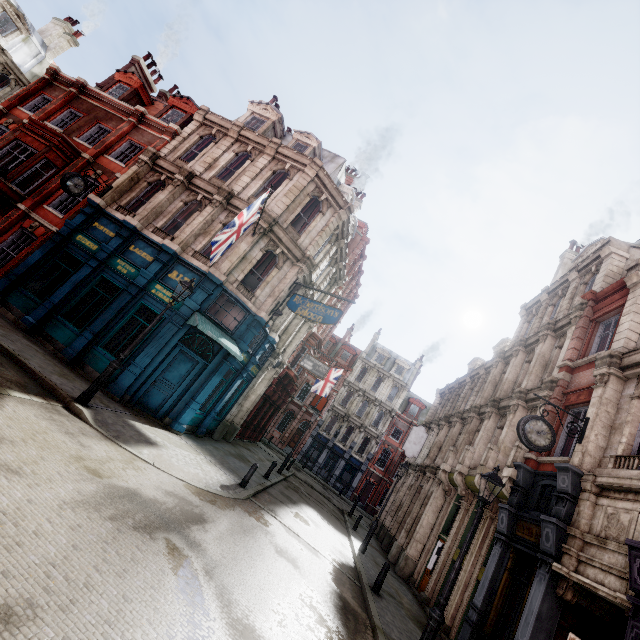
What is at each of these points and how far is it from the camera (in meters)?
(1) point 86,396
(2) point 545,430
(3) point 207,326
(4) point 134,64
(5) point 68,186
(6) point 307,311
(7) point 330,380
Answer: (1) street light, 9.23
(2) clock, 9.40
(3) awning, 12.78
(4) chimney, 23.03
(5) clock, 13.98
(6) sign, 14.48
(7) flag, 28.89

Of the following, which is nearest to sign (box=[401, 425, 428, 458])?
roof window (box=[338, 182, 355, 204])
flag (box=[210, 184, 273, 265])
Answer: roof window (box=[338, 182, 355, 204])

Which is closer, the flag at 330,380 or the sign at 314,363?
the sign at 314,363

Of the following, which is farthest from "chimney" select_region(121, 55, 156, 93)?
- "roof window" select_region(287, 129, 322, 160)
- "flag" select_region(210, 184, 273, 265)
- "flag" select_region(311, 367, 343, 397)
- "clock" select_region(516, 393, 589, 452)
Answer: "clock" select_region(516, 393, 589, 452)

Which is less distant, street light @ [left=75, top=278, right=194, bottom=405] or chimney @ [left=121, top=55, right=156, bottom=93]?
street light @ [left=75, top=278, right=194, bottom=405]

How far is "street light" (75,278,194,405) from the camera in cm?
924

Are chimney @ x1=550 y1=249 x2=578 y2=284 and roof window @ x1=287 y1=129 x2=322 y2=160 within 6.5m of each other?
no

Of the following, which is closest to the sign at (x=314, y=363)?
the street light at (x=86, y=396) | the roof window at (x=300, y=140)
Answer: the street light at (x=86, y=396)
